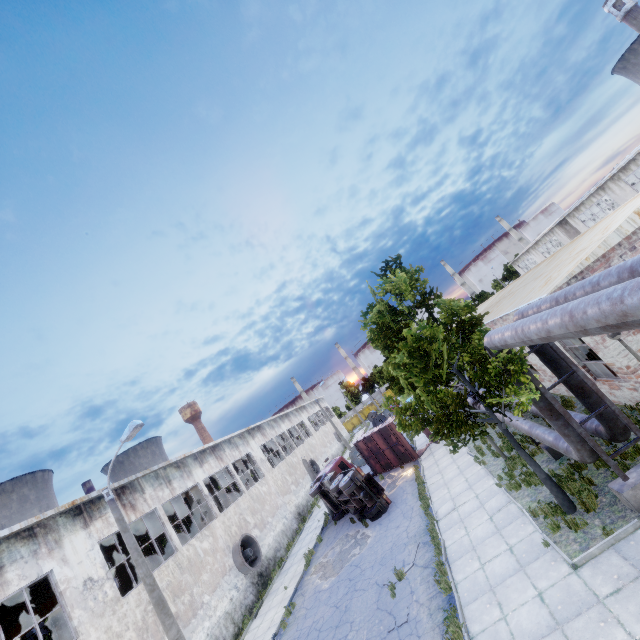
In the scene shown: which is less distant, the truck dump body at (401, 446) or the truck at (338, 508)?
the truck at (338, 508)

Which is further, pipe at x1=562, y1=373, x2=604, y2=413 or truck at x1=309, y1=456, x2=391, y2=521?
truck at x1=309, y1=456, x2=391, y2=521

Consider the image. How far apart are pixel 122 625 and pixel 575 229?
56.16m

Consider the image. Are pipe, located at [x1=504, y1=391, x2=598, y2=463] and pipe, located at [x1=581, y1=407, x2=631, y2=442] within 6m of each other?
yes

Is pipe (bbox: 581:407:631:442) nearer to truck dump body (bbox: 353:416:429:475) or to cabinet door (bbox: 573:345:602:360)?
cabinet door (bbox: 573:345:602:360)

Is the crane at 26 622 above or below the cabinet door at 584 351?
above

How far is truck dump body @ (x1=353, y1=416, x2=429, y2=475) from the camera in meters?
23.5

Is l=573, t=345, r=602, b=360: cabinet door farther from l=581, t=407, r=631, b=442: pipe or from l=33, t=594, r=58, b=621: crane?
l=33, t=594, r=58, b=621: crane
